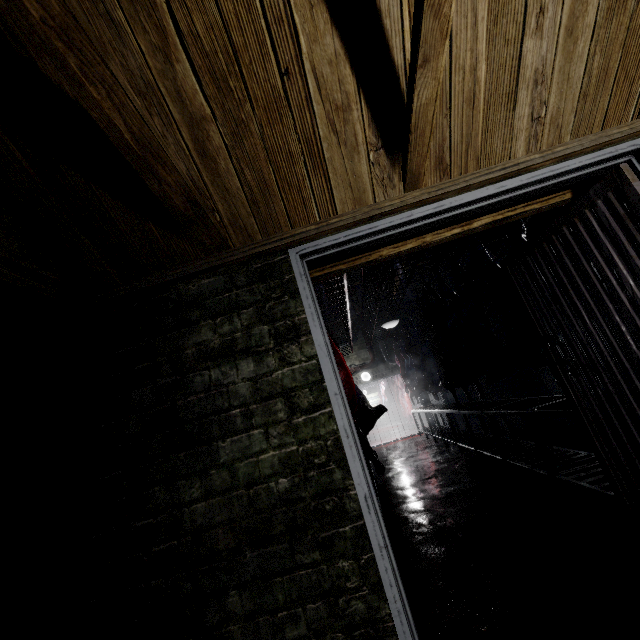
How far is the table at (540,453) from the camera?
2.7m

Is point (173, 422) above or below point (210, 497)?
above

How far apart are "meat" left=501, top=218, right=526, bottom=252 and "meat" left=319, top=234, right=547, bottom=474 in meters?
2.2 m

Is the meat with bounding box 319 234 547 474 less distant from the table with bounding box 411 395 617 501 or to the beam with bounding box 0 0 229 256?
the table with bounding box 411 395 617 501

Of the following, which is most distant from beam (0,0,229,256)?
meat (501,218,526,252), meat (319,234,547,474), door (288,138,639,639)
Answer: meat (319,234,547,474)

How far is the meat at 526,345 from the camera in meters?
3.1

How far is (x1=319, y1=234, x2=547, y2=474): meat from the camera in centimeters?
311cm
